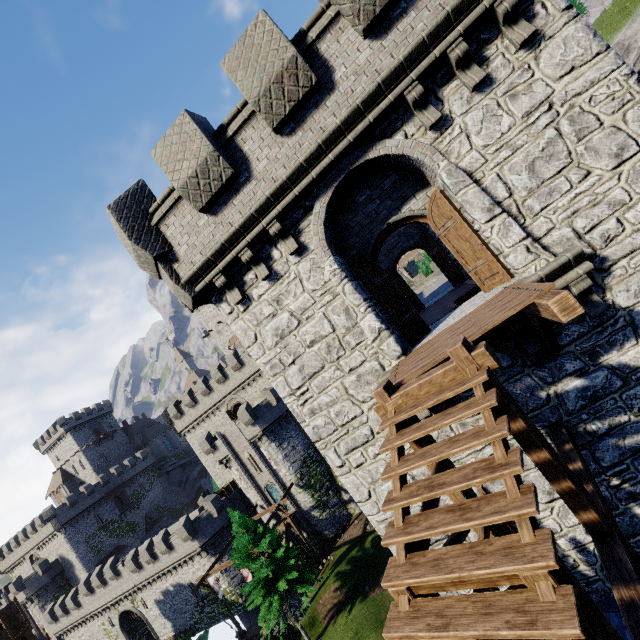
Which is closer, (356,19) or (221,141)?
(356,19)

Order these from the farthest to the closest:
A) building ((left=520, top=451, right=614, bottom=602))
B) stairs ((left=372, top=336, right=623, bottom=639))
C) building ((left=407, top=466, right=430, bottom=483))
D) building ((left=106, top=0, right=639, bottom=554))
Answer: building ((left=407, top=466, right=430, bottom=483))
building ((left=520, top=451, right=614, bottom=602))
building ((left=106, top=0, right=639, bottom=554))
stairs ((left=372, top=336, right=623, bottom=639))

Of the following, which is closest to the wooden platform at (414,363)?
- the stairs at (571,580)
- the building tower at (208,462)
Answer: the stairs at (571,580)

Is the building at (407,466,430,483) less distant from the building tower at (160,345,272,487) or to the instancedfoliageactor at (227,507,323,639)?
the instancedfoliageactor at (227,507,323,639)

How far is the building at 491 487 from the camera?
7.12m

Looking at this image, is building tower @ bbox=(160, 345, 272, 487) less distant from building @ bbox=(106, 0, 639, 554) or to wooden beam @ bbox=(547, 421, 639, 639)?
building @ bbox=(106, 0, 639, 554)

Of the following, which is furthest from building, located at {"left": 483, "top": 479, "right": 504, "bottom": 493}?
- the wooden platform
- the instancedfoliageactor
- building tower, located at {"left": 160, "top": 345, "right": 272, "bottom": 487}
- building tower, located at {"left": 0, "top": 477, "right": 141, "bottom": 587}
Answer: building tower, located at {"left": 0, "top": 477, "right": 141, "bottom": 587}

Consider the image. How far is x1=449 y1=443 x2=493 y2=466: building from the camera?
7.12m
